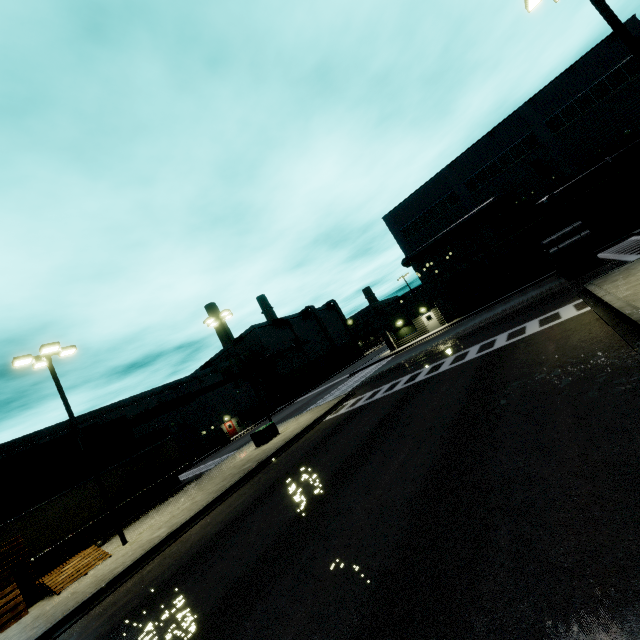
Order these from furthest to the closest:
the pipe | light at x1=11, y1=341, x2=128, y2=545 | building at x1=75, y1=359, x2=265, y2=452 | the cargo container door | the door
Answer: building at x1=75, y1=359, x2=265, y2=452 → the door → the pipe → the cargo container door → light at x1=11, y1=341, x2=128, y2=545

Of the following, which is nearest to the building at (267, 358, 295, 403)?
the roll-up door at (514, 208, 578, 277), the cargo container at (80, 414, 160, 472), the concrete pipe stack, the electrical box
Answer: the roll-up door at (514, 208, 578, 277)

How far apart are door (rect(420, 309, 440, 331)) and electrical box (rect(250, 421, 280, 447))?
23.4m

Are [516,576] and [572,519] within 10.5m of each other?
yes

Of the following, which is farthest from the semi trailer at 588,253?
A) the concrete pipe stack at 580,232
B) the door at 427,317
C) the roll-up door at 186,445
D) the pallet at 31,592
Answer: the door at 427,317

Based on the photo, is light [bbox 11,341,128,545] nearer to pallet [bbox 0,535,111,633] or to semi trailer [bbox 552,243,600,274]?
semi trailer [bbox 552,243,600,274]

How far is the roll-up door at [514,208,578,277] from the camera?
30.1 meters

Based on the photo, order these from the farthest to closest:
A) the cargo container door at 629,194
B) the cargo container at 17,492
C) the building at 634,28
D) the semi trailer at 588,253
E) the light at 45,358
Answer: the building at 634,28 < the cargo container at 17,492 < the semi trailer at 588,253 < the cargo container door at 629,194 < the light at 45,358
